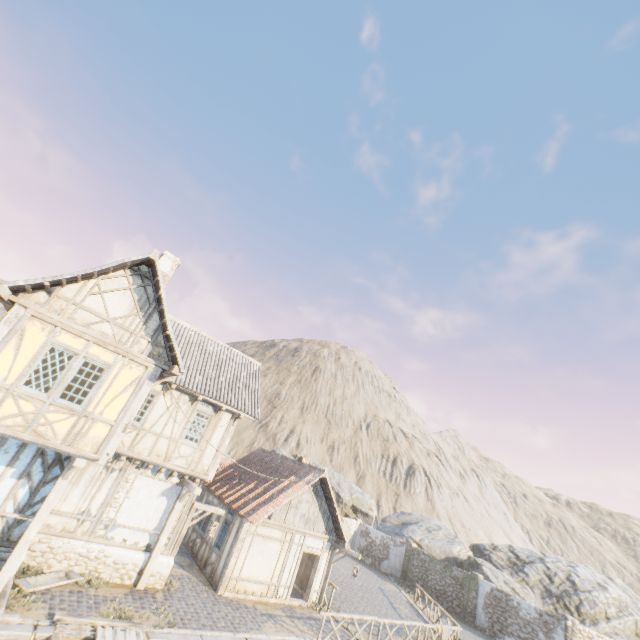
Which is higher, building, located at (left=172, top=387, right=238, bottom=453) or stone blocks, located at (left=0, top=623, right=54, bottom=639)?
building, located at (left=172, top=387, right=238, bottom=453)

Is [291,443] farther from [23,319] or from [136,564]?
[23,319]

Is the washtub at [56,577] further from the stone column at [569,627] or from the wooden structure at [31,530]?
→ the stone column at [569,627]

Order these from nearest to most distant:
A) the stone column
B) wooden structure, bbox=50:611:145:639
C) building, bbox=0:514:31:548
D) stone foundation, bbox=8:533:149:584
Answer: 1. wooden structure, bbox=50:611:145:639
2. building, bbox=0:514:31:548
3. stone foundation, bbox=8:533:149:584
4. the stone column

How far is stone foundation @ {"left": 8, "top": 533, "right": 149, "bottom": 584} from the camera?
10.6 meters

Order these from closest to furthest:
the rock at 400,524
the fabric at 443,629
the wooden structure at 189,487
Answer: the wooden structure at 189,487
the fabric at 443,629
the rock at 400,524

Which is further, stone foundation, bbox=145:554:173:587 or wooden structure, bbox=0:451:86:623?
stone foundation, bbox=145:554:173:587
